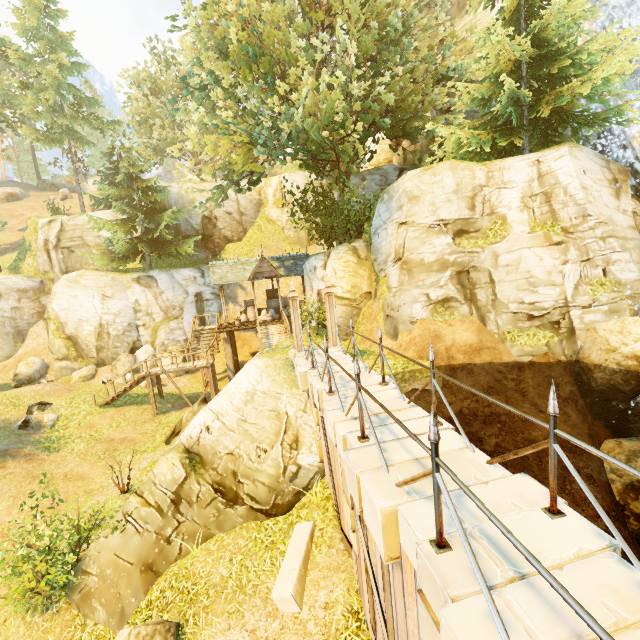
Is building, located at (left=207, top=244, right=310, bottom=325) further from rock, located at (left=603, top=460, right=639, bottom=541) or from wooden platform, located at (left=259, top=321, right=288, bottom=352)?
rock, located at (left=603, top=460, right=639, bottom=541)

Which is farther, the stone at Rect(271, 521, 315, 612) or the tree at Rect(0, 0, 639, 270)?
the tree at Rect(0, 0, 639, 270)

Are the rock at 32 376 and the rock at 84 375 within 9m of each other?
yes

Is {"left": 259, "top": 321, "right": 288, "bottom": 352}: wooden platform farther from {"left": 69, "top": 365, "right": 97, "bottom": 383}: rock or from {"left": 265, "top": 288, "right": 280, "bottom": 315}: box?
{"left": 69, "top": 365, "right": 97, "bottom": 383}: rock

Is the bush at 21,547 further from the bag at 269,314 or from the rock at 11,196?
the rock at 11,196

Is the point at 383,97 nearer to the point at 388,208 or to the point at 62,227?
the point at 388,208

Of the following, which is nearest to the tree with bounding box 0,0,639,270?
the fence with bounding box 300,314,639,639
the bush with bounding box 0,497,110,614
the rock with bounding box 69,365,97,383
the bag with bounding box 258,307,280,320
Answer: the fence with bounding box 300,314,639,639

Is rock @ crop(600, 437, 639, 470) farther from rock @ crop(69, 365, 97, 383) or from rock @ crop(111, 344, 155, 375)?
rock @ crop(69, 365, 97, 383)
